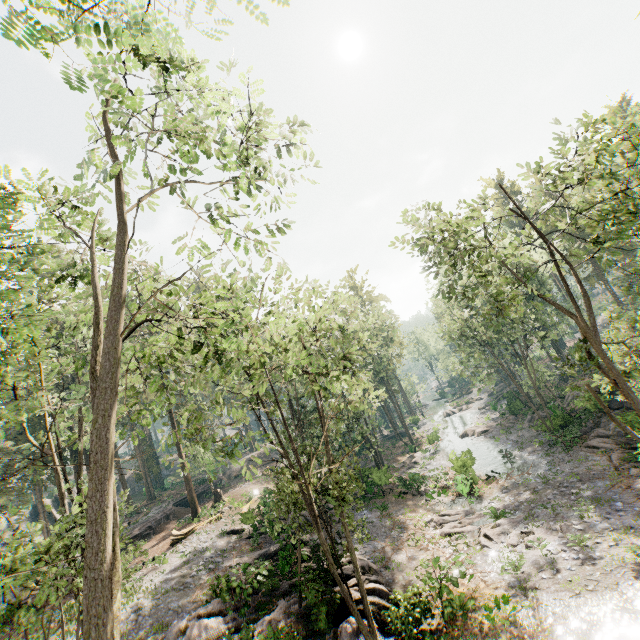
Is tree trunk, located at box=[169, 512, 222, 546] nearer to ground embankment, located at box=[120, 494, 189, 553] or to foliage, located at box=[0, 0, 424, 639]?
foliage, located at box=[0, 0, 424, 639]

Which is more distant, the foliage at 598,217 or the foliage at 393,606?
the foliage at 598,217

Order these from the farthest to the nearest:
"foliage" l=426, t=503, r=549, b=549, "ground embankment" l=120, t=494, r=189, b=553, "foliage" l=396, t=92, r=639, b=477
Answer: "ground embankment" l=120, t=494, r=189, b=553 → "foliage" l=426, t=503, r=549, b=549 → "foliage" l=396, t=92, r=639, b=477

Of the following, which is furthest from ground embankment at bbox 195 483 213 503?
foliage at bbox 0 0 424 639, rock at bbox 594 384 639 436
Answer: rock at bbox 594 384 639 436

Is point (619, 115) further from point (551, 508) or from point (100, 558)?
point (100, 558)

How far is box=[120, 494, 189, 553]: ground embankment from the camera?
31.4m

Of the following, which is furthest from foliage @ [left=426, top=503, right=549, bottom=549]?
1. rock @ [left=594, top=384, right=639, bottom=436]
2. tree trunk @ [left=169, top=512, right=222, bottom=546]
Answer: tree trunk @ [left=169, top=512, right=222, bottom=546]

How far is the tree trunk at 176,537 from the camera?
26.36m
